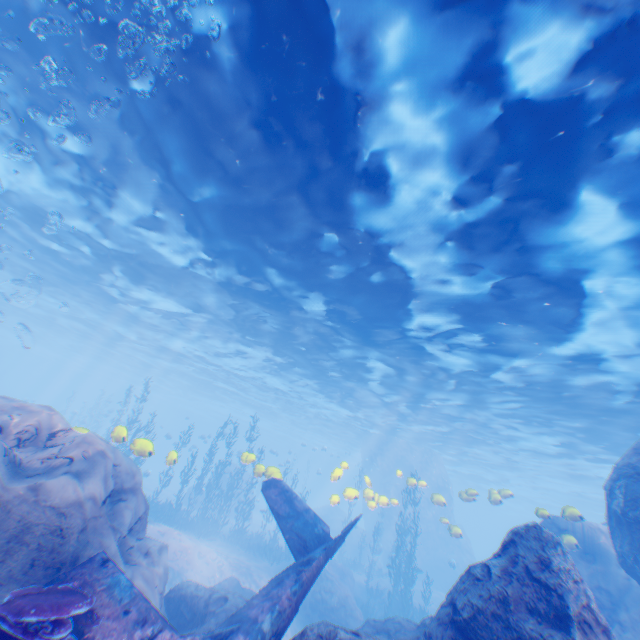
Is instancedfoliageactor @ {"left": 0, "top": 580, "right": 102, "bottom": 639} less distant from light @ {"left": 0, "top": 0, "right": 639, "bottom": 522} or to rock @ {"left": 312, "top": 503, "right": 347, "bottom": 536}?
rock @ {"left": 312, "top": 503, "right": 347, "bottom": 536}

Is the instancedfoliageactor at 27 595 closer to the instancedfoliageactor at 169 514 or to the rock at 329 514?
the rock at 329 514

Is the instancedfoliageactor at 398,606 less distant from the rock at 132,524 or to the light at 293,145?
the rock at 132,524

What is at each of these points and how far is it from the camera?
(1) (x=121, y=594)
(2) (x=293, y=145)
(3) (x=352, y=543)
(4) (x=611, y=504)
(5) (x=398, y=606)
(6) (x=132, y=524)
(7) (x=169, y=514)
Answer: (1) plane, 5.0 meters
(2) light, 9.2 meters
(3) rock, 32.0 meters
(4) rock, 9.3 meters
(5) instancedfoliageactor, 19.1 meters
(6) rock, 7.8 meters
(7) instancedfoliageactor, 20.5 meters

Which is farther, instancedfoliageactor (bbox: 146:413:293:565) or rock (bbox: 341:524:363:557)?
rock (bbox: 341:524:363:557)

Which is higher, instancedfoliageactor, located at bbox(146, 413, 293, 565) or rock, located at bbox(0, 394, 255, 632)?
rock, located at bbox(0, 394, 255, 632)

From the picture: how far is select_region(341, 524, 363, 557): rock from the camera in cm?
3177

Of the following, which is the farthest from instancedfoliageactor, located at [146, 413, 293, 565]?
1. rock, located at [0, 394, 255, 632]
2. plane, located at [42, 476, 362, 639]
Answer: plane, located at [42, 476, 362, 639]
